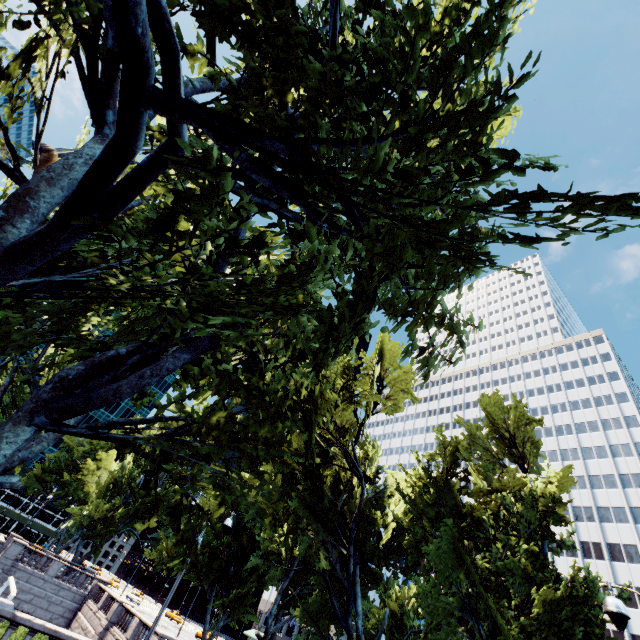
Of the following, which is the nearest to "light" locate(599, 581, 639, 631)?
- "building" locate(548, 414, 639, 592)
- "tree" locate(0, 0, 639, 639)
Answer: "tree" locate(0, 0, 639, 639)

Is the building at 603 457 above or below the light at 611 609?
above

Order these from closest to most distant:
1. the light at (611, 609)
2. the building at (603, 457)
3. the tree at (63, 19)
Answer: the tree at (63, 19)
the light at (611, 609)
the building at (603, 457)

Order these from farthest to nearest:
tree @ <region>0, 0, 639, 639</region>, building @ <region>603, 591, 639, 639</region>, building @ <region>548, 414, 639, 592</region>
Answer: building @ <region>548, 414, 639, 592</region> → building @ <region>603, 591, 639, 639</region> → tree @ <region>0, 0, 639, 639</region>

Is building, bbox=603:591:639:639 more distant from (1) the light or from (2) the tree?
(1) the light

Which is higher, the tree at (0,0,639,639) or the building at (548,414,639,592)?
the building at (548,414,639,592)

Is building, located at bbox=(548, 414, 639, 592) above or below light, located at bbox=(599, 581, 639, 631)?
above

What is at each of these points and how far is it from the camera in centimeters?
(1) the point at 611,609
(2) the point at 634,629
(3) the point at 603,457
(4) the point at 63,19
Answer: (1) light, 709cm
(2) building, 4391cm
(3) building, 5934cm
(4) tree, 680cm
